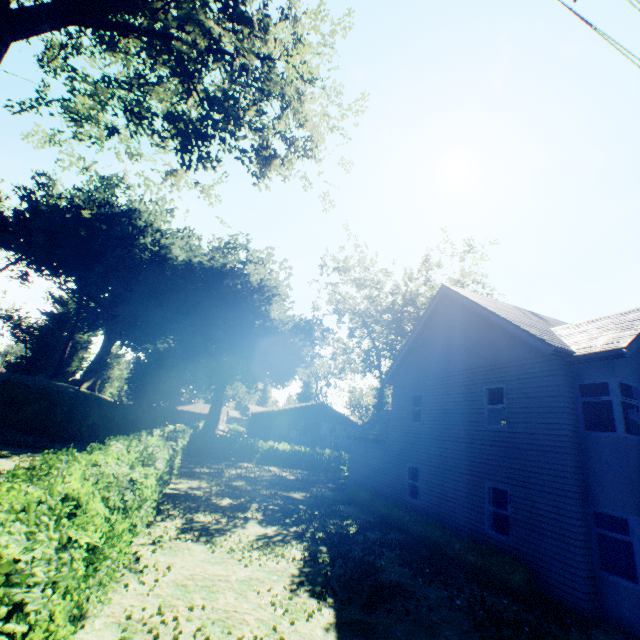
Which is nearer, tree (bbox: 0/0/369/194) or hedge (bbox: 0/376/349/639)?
hedge (bbox: 0/376/349/639)

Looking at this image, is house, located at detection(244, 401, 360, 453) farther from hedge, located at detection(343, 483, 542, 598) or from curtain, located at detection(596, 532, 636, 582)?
curtain, located at detection(596, 532, 636, 582)

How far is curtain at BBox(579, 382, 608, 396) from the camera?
9.5m

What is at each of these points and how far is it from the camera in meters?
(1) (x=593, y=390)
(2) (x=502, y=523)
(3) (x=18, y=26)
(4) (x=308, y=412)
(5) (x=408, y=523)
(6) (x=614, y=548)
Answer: (1) curtain, 9.8 m
(2) curtain, 11.1 m
(3) tree, 5.1 m
(4) house, 36.3 m
(5) hedge, 13.0 m
(6) curtain, 8.5 m

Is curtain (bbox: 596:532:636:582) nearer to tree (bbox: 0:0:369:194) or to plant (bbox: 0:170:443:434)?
tree (bbox: 0:0:369:194)

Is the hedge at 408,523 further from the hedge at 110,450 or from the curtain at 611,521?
the hedge at 110,450

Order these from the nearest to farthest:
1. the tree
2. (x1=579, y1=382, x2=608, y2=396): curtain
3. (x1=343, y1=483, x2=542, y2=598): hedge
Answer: the tree, (x1=343, y1=483, x2=542, y2=598): hedge, (x1=579, y1=382, x2=608, y2=396): curtain

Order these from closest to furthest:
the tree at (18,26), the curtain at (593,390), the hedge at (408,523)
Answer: the tree at (18,26)
the hedge at (408,523)
the curtain at (593,390)
